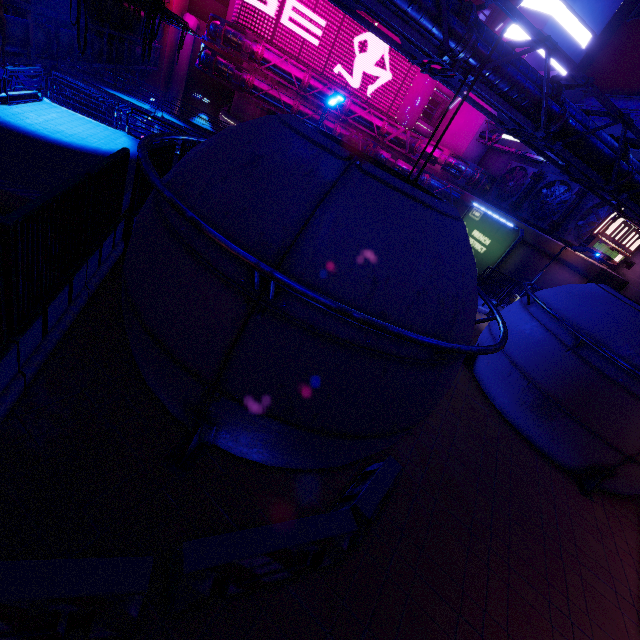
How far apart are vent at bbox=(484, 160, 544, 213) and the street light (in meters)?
26.49

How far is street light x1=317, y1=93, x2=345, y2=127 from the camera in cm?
1062

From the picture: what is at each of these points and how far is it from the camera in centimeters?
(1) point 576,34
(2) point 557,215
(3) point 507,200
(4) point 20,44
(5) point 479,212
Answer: (1) building, 3247cm
(2) vent, 2684cm
(3) vent, 3238cm
(4) pipe, 1520cm
(5) sign, 3102cm

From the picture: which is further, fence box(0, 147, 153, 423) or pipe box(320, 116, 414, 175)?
pipe box(320, 116, 414, 175)

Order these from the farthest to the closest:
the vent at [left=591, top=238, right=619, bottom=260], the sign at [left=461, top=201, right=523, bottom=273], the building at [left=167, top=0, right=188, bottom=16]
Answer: the building at [left=167, top=0, right=188, bottom=16] → the sign at [left=461, top=201, right=523, bottom=273] → the vent at [left=591, top=238, right=619, bottom=260]

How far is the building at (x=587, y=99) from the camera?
32.7m

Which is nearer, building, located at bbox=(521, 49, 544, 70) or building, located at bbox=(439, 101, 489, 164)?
building, located at bbox=(521, 49, 544, 70)

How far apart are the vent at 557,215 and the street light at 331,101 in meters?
24.2
